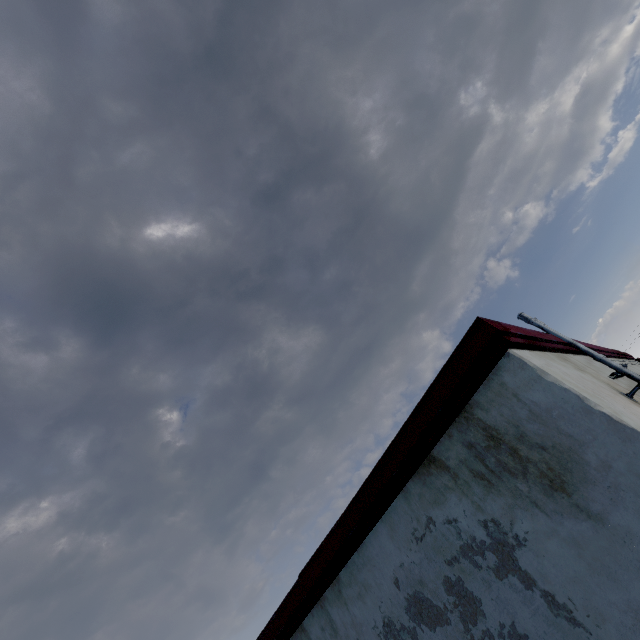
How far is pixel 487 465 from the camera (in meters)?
2.17
